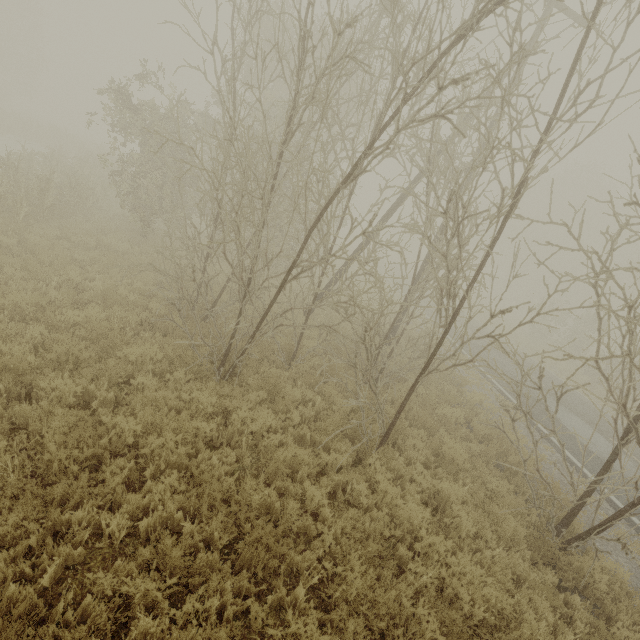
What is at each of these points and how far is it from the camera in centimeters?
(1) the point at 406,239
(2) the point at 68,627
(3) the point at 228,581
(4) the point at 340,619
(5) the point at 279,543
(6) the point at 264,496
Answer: (1) tree, 5622cm
(2) tree, 305cm
(3) tree, 364cm
(4) tree, 392cm
(5) tree, 397cm
(6) tree, 479cm

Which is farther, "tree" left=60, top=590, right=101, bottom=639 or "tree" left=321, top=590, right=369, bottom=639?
"tree" left=321, top=590, right=369, bottom=639

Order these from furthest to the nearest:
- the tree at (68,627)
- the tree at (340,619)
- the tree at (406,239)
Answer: the tree at (406,239)
the tree at (340,619)
the tree at (68,627)

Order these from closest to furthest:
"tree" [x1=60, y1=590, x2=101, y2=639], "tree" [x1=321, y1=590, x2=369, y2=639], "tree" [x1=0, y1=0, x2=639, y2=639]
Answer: "tree" [x1=60, y1=590, x2=101, y2=639] → "tree" [x1=321, y1=590, x2=369, y2=639] → "tree" [x1=0, y1=0, x2=639, y2=639]

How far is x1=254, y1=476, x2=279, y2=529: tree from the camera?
4.5m

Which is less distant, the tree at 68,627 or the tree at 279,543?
the tree at 68,627
